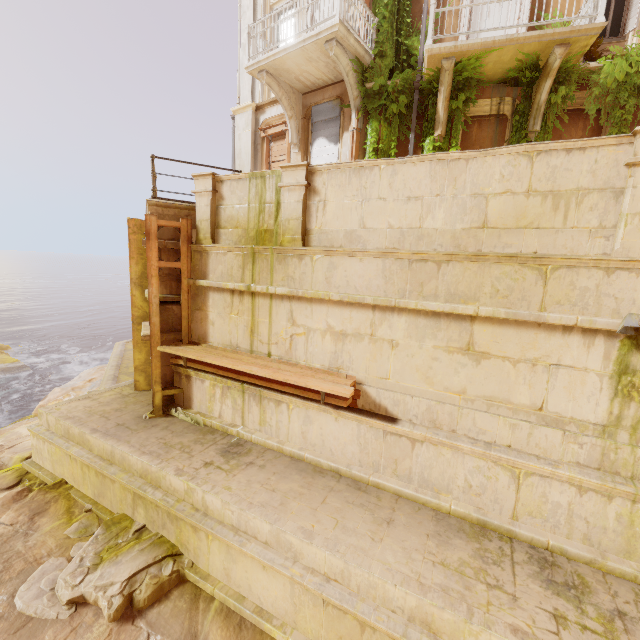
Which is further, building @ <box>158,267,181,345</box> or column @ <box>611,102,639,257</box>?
building @ <box>158,267,181,345</box>

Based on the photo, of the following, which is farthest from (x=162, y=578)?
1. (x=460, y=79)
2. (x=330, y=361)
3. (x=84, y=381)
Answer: (x=460, y=79)

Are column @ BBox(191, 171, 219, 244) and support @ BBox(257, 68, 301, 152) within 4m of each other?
no

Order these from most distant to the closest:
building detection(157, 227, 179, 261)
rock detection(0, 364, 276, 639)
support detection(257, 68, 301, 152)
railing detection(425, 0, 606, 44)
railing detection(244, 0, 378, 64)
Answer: support detection(257, 68, 301, 152), railing detection(244, 0, 378, 64), building detection(157, 227, 179, 261), railing detection(425, 0, 606, 44), rock detection(0, 364, 276, 639)

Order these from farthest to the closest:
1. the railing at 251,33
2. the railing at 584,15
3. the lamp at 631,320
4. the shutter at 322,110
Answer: the shutter at 322,110 < the railing at 251,33 < the railing at 584,15 < the lamp at 631,320

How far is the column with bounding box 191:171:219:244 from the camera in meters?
7.1 m

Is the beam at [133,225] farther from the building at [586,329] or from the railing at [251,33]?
the railing at [251,33]

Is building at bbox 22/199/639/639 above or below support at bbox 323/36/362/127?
below
